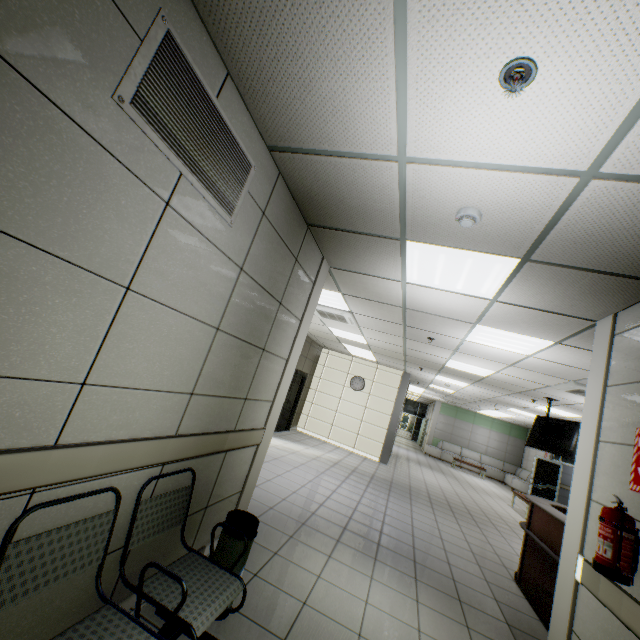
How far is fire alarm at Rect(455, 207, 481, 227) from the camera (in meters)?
2.24

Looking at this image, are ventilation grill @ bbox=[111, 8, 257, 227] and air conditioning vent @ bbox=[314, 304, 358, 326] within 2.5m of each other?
no

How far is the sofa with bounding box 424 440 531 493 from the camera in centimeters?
1589cm

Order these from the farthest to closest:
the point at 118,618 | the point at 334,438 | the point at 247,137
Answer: the point at 334,438 < the point at 247,137 < the point at 118,618

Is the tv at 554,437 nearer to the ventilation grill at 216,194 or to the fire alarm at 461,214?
the fire alarm at 461,214

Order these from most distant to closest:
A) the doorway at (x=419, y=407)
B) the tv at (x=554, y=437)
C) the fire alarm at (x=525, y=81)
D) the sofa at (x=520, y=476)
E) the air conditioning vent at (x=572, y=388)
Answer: the doorway at (x=419, y=407) < the sofa at (x=520, y=476) < the tv at (x=554, y=437) < the air conditioning vent at (x=572, y=388) < the fire alarm at (x=525, y=81)

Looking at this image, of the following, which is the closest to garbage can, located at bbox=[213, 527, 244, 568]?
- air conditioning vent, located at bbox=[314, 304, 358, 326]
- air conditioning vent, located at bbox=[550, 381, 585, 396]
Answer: air conditioning vent, located at bbox=[314, 304, 358, 326]

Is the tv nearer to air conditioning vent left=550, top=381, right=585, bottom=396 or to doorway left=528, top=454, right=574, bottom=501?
air conditioning vent left=550, top=381, right=585, bottom=396
